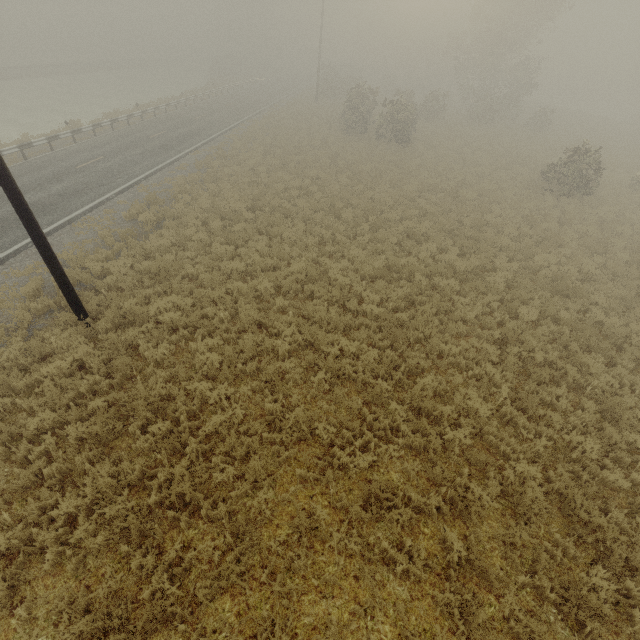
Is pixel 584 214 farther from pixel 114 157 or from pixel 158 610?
pixel 114 157
